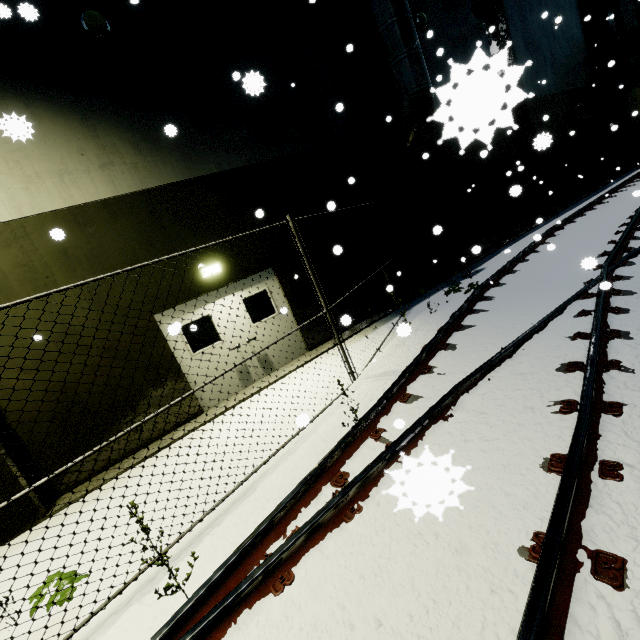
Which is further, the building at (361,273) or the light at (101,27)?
the building at (361,273)

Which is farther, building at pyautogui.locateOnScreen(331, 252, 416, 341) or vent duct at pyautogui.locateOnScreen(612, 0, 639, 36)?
vent duct at pyautogui.locateOnScreen(612, 0, 639, 36)

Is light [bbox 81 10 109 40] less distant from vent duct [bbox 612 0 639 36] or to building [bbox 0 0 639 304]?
building [bbox 0 0 639 304]

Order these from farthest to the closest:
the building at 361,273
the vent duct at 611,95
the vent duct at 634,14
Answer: the vent duct at 611,95, the vent duct at 634,14, the building at 361,273

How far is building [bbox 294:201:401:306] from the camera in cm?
887

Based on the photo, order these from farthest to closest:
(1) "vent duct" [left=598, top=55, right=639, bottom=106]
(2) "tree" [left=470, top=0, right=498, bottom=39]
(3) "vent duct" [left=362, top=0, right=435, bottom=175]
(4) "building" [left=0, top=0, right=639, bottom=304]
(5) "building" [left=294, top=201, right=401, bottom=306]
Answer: (1) "vent duct" [left=598, top=55, right=639, bottom=106] → (2) "tree" [left=470, top=0, right=498, bottom=39] → (5) "building" [left=294, top=201, right=401, bottom=306] → (3) "vent duct" [left=362, top=0, right=435, bottom=175] → (4) "building" [left=0, top=0, right=639, bottom=304]

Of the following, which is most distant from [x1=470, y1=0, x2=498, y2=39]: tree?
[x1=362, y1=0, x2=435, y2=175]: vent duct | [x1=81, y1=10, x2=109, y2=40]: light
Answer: [x1=81, y1=10, x2=109, y2=40]: light

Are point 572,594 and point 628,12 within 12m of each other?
no
